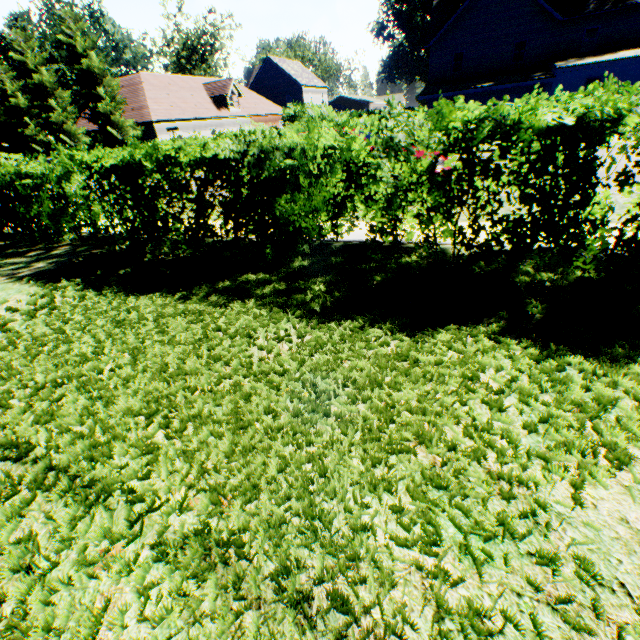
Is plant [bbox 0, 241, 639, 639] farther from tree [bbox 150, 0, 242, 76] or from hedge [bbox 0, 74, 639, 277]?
hedge [bbox 0, 74, 639, 277]

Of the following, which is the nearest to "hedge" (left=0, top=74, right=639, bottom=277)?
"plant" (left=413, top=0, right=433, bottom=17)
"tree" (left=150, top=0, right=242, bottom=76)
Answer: "tree" (left=150, top=0, right=242, bottom=76)

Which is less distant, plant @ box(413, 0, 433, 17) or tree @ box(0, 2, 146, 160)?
tree @ box(0, 2, 146, 160)

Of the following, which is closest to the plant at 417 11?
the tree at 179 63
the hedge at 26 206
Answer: the tree at 179 63

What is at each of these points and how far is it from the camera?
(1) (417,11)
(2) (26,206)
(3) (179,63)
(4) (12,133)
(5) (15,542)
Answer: (1) plant, 58.8 meters
(2) hedge, 7.2 meters
(3) tree, 49.0 meters
(4) tree, 31.8 meters
(5) plant, 1.8 meters
